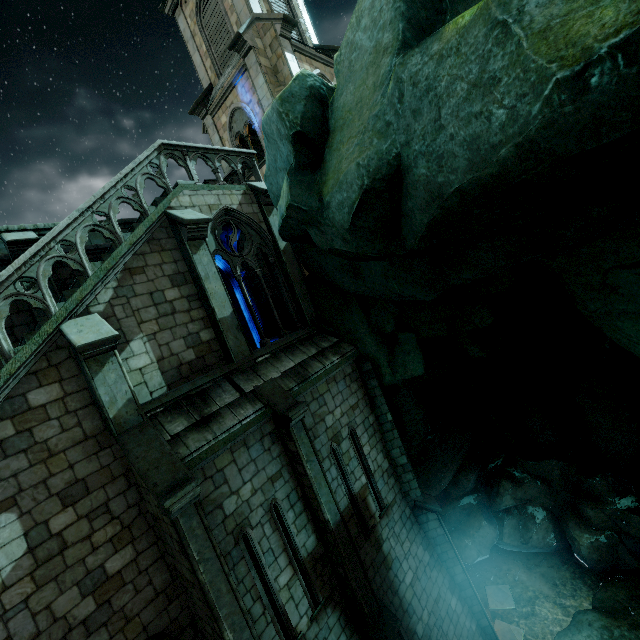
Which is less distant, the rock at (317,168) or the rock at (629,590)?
the rock at (317,168)

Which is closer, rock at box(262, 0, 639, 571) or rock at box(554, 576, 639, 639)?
rock at box(262, 0, 639, 571)

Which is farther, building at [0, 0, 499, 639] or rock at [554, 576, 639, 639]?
rock at [554, 576, 639, 639]

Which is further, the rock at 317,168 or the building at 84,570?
the building at 84,570

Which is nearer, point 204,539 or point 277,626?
point 204,539

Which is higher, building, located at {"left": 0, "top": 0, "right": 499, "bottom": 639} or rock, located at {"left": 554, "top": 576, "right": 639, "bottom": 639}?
building, located at {"left": 0, "top": 0, "right": 499, "bottom": 639}

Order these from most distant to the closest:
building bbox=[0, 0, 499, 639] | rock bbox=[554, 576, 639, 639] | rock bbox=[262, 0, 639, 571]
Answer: rock bbox=[554, 576, 639, 639], building bbox=[0, 0, 499, 639], rock bbox=[262, 0, 639, 571]
